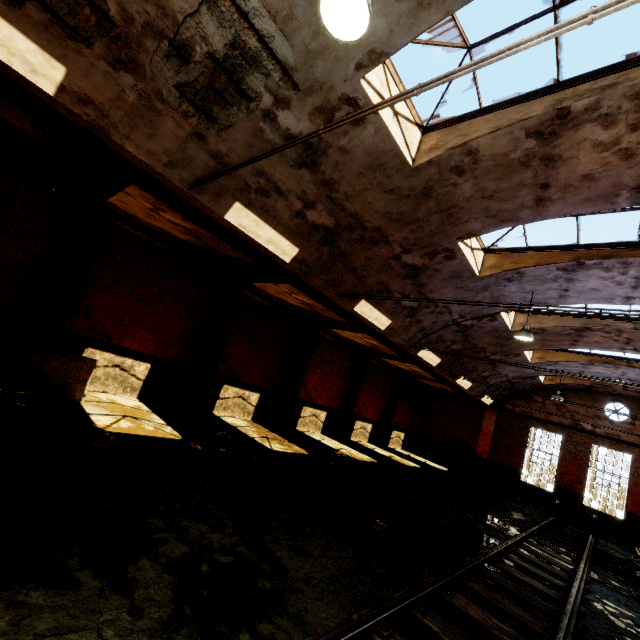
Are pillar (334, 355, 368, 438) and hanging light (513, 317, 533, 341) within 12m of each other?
yes

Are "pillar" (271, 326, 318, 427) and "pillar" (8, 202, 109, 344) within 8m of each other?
no

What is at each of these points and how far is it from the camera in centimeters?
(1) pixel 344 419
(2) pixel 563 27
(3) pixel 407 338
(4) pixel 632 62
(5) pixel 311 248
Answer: (1) pillar, 1877cm
(2) pipe, 218cm
(3) building, 1264cm
(4) window frame, 462cm
(5) building, 817cm

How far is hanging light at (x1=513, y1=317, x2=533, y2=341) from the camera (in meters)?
9.93

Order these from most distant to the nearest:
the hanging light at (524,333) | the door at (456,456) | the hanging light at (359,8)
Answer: the door at (456,456) < the hanging light at (524,333) < the hanging light at (359,8)

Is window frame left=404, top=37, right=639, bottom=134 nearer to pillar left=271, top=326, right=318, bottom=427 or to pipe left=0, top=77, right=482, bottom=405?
pipe left=0, top=77, right=482, bottom=405

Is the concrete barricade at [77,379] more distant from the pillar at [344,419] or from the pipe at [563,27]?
the pillar at [344,419]

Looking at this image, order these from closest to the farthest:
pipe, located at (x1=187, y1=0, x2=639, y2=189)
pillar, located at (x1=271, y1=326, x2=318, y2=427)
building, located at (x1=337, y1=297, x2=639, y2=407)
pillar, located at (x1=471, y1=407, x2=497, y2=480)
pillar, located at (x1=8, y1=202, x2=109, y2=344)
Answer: pipe, located at (x1=187, y1=0, x2=639, y2=189), pillar, located at (x1=8, y1=202, x2=109, y2=344), building, located at (x1=337, y1=297, x2=639, y2=407), pillar, located at (x1=271, y1=326, x2=318, y2=427), pillar, located at (x1=471, y1=407, x2=497, y2=480)
